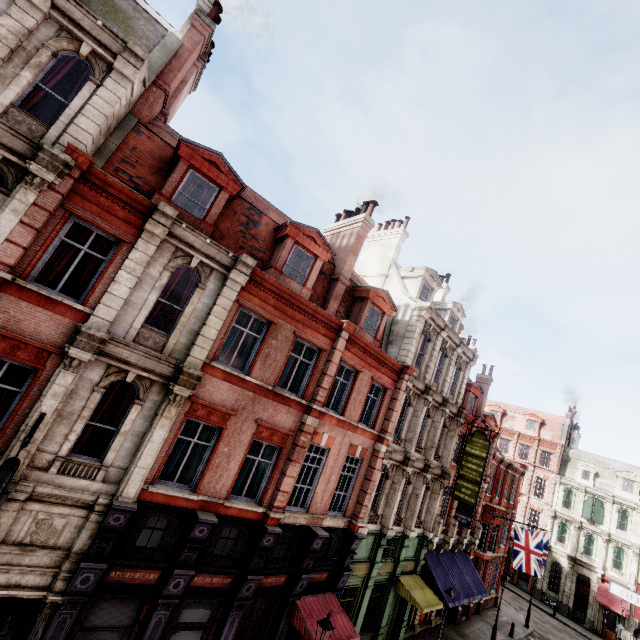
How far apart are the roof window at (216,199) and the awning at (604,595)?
50.4m

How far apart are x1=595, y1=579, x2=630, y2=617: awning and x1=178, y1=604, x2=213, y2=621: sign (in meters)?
43.75

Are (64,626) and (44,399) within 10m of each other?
yes

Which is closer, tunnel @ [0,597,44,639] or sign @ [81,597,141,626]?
sign @ [81,597,141,626]

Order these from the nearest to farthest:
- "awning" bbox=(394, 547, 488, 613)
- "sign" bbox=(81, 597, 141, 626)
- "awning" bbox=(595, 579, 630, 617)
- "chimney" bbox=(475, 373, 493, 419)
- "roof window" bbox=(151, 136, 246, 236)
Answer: "sign" bbox=(81, 597, 141, 626), "roof window" bbox=(151, 136, 246, 236), "awning" bbox=(394, 547, 488, 613), "chimney" bbox=(475, 373, 493, 419), "awning" bbox=(595, 579, 630, 617)

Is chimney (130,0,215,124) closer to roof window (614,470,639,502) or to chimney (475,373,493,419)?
chimney (475,373,493,419)

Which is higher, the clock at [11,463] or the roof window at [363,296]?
the roof window at [363,296]

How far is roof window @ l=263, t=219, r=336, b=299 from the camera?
13.0 meters
